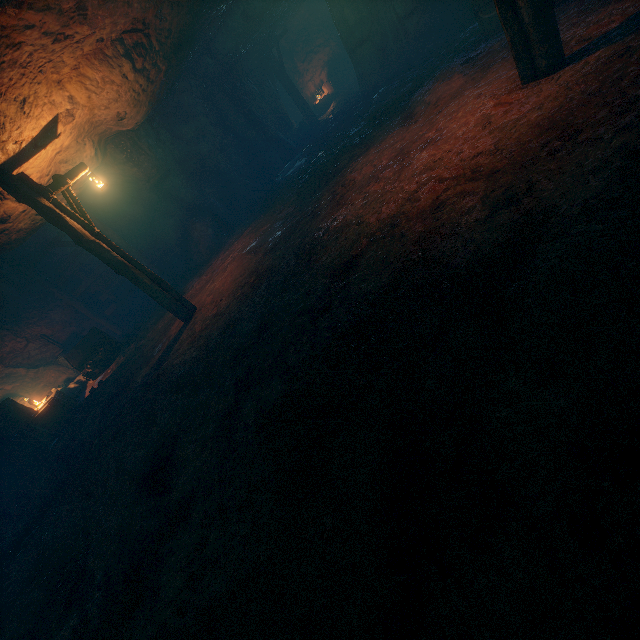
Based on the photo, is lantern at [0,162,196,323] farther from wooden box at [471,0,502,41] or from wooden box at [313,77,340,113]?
wooden box at [313,77,340,113]

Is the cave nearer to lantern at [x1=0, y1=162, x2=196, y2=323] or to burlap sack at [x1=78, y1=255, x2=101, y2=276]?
burlap sack at [x1=78, y1=255, x2=101, y2=276]

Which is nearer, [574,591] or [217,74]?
[574,591]

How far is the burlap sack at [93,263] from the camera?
14.28m

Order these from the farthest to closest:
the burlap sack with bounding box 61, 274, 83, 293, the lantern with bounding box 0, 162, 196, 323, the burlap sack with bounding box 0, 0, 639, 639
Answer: the burlap sack with bounding box 61, 274, 83, 293 < the lantern with bounding box 0, 162, 196, 323 < the burlap sack with bounding box 0, 0, 639, 639

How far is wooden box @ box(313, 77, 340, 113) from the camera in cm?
2045

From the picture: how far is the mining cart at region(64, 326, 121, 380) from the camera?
11.49m
